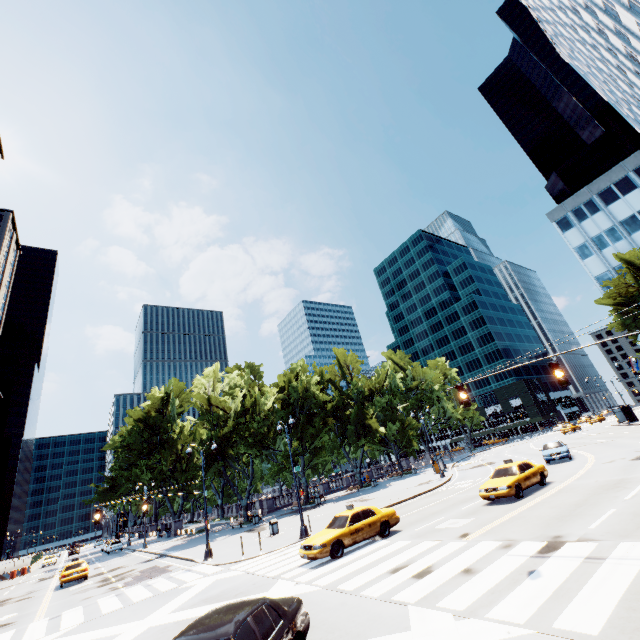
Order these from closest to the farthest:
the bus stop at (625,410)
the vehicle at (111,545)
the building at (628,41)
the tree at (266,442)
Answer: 1. the building at (628,41)
2. the tree at (266,442)
3. the bus stop at (625,410)
4. the vehicle at (111,545)

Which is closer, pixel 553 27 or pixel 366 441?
pixel 366 441

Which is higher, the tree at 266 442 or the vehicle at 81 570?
the tree at 266 442

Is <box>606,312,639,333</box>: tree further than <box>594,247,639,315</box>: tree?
Yes

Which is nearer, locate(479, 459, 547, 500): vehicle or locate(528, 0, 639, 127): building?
locate(479, 459, 547, 500): vehicle

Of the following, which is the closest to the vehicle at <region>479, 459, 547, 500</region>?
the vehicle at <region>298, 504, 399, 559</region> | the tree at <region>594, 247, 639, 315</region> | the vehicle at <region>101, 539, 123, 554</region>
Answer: the vehicle at <region>298, 504, 399, 559</region>

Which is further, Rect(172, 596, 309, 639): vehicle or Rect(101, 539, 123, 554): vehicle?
Rect(101, 539, 123, 554): vehicle

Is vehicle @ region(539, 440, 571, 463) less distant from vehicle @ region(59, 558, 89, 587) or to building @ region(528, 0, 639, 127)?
building @ region(528, 0, 639, 127)
